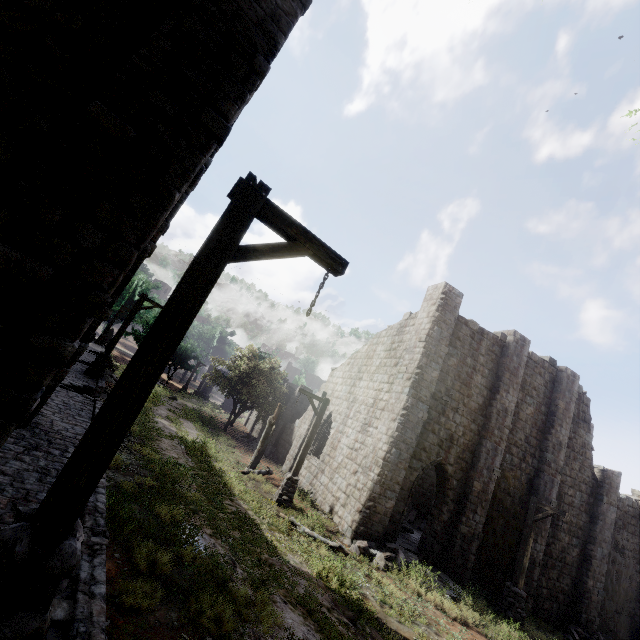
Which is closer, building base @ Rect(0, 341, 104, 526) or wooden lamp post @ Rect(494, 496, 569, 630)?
building base @ Rect(0, 341, 104, 526)

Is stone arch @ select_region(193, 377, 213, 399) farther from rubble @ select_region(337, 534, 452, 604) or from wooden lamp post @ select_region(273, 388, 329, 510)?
rubble @ select_region(337, 534, 452, 604)

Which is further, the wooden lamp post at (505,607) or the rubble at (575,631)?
the rubble at (575,631)

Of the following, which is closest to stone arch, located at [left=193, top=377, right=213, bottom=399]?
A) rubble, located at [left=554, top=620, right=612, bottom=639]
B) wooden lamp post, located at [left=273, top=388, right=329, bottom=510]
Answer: wooden lamp post, located at [left=273, top=388, right=329, bottom=510]

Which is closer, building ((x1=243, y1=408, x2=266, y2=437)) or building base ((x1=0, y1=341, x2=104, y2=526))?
building base ((x1=0, y1=341, x2=104, y2=526))

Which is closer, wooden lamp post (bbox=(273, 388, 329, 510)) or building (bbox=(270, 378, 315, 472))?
wooden lamp post (bbox=(273, 388, 329, 510))

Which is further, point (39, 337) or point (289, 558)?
point (289, 558)

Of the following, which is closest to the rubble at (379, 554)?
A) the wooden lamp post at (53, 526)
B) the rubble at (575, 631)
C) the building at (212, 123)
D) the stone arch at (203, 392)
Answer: the building at (212, 123)
